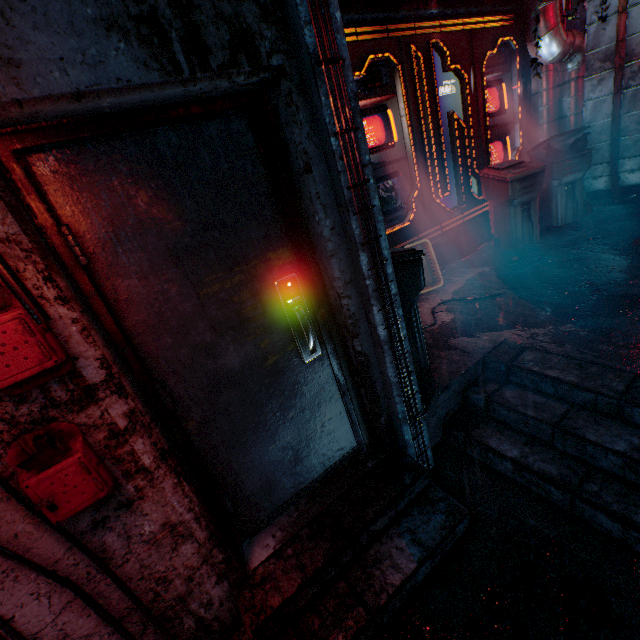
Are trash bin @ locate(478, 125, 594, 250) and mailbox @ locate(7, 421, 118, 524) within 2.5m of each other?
no

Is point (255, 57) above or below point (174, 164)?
above

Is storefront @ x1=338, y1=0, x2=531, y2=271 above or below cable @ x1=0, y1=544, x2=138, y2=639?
above

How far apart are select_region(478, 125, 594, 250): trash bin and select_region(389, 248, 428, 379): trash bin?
2.5m

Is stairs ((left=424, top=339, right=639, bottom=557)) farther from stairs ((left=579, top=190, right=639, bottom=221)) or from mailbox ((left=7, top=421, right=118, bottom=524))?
stairs ((left=579, top=190, right=639, bottom=221))

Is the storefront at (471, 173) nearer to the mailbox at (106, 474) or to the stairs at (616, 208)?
the stairs at (616, 208)

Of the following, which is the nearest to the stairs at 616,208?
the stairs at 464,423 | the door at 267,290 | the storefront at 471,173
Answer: the storefront at 471,173

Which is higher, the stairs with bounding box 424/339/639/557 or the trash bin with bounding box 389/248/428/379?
the trash bin with bounding box 389/248/428/379
